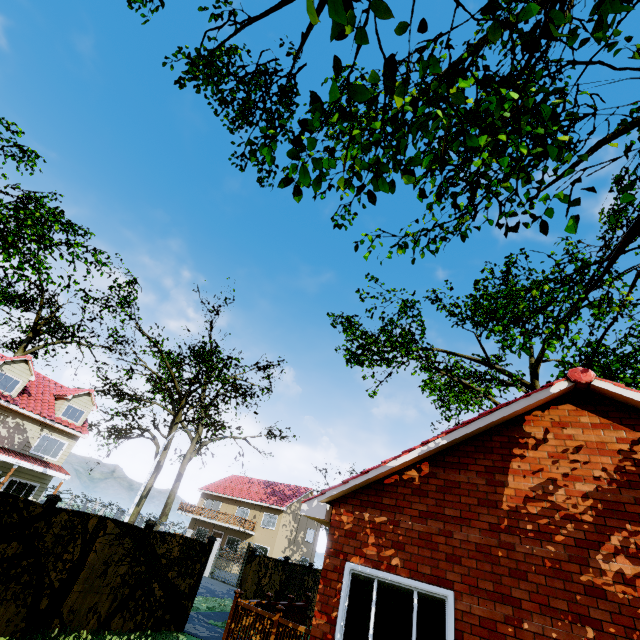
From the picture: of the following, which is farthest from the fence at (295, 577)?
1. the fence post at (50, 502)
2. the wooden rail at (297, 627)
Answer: the wooden rail at (297, 627)

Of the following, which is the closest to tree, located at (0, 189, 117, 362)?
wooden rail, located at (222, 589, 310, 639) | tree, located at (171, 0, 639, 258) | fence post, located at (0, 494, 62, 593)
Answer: tree, located at (171, 0, 639, 258)

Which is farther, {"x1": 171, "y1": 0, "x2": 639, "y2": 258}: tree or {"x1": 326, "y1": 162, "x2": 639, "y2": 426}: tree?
{"x1": 326, "y1": 162, "x2": 639, "y2": 426}: tree

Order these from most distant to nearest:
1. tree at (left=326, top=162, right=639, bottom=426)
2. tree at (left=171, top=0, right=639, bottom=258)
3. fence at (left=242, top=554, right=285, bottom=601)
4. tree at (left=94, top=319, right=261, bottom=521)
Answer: tree at (left=94, top=319, right=261, bottom=521), fence at (left=242, top=554, right=285, bottom=601), tree at (left=326, top=162, right=639, bottom=426), tree at (left=171, top=0, right=639, bottom=258)

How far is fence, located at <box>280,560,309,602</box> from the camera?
15.3m

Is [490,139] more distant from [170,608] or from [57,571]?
[170,608]

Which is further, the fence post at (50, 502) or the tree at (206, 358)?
the tree at (206, 358)
